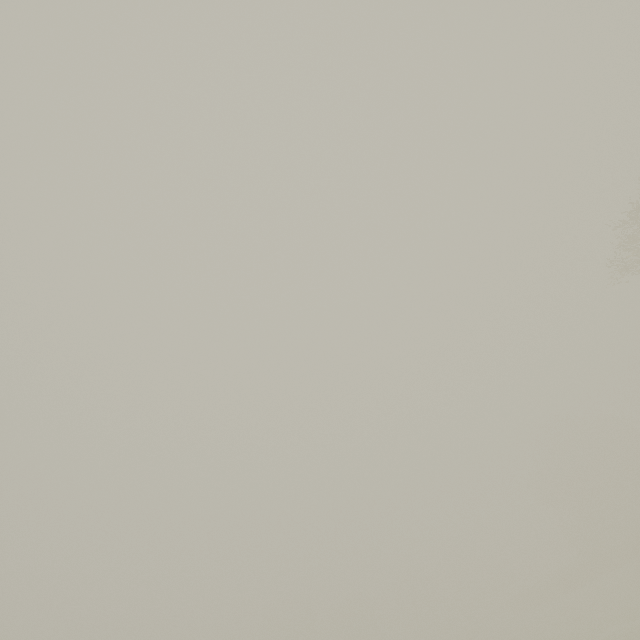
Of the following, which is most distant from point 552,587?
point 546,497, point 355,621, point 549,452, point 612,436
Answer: point 355,621
